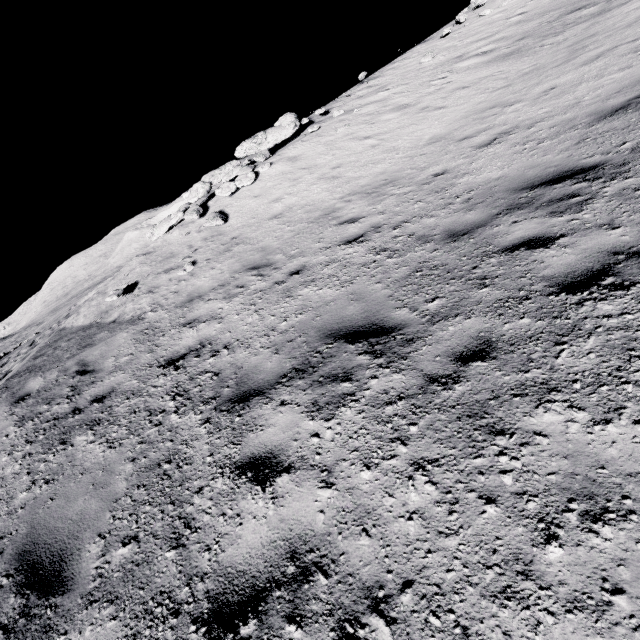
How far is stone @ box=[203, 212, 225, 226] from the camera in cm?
1085

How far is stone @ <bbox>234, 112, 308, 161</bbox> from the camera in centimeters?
1430cm

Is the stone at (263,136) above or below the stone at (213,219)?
above

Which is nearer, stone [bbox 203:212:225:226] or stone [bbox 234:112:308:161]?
stone [bbox 203:212:225:226]

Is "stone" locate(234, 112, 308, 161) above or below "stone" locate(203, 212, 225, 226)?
above

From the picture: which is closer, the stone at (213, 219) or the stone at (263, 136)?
the stone at (213, 219)

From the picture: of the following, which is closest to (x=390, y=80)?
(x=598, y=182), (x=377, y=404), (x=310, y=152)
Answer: (x=310, y=152)
